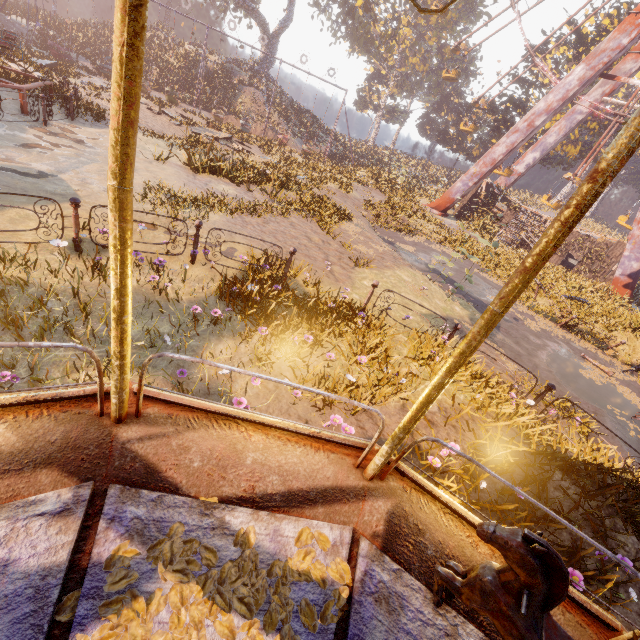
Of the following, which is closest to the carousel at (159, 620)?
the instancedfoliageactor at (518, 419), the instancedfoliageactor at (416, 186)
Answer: the instancedfoliageactor at (518, 419)

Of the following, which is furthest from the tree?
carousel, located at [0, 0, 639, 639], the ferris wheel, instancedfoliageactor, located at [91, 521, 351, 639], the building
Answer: instancedfoliageactor, located at [91, 521, 351, 639]

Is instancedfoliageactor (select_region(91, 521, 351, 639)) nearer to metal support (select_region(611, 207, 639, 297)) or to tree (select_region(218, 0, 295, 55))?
metal support (select_region(611, 207, 639, 297))

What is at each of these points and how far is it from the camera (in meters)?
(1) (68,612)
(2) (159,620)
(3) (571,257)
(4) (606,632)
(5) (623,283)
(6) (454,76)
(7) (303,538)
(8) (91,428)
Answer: (1) instancedfoliageactor, 1.52
(2) carousel, 1.59
(3) building, 28.67
(4) carousel, 2.24
(5) metal support, 21.66
(6) ferris wheel, 30.16
(7) instancedfoliageactor, 2.09
(8) carousel, 2.12

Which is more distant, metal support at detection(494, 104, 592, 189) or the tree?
the tree

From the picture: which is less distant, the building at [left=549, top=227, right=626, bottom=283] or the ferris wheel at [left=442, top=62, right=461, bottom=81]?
the building at [left=549, top=227, right=626, bottom=283]

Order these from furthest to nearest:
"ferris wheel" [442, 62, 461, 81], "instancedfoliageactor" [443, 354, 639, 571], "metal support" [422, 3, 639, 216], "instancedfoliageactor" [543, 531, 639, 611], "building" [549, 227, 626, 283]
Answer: "ferris wheel" [442, 62, 461, 81], "building" [549, 227, 626, 283], "metal support" [422, 3, 639, 216], "instancedfoliageactor" [443, 354, 639, 571], "instancedfoliageactor" [543, 531, 639, 611]

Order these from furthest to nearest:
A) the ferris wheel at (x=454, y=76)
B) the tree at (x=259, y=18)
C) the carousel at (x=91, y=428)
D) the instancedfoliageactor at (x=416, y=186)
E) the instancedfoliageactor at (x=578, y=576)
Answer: the tree at (x=259, y=18) < the ferris wheel at (x=454, y=76) < the instancedfoliageactor at (x=416, y=186) < the instancedfoliageactor at (x=578, y=576) < the carousel at (x=91, y=428)
